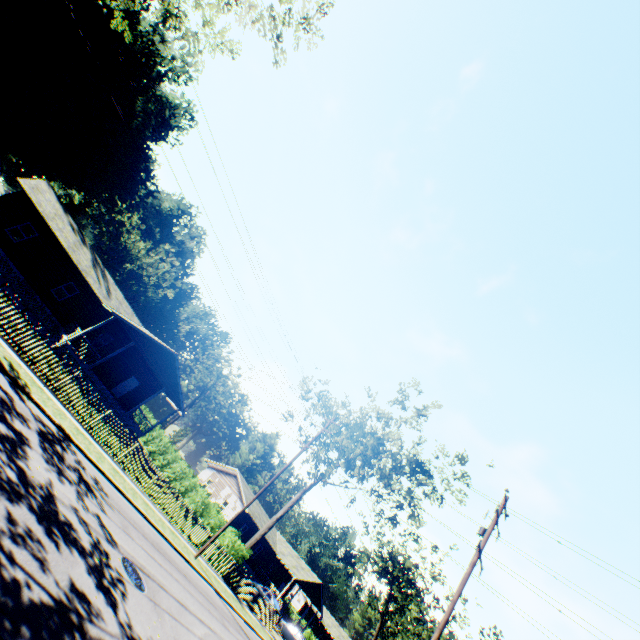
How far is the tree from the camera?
26.34m

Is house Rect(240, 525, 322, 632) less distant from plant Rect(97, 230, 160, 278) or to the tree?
the tree

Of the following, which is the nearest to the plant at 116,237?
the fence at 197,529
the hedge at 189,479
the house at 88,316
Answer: the house at 88,316

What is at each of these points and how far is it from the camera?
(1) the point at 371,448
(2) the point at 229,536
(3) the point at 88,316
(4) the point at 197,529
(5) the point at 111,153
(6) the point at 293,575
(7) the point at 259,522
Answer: (1) tree, 27.8m
(2) hedge, 23.8m
(3) house, 27.6m
(4) fence, 20.5m
(5) plant, 45.6m
(6) house, 39.8m
(7) house, 40.9m

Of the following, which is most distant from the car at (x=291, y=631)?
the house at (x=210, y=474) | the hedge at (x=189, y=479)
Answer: the hedge at (x=189, y=479)

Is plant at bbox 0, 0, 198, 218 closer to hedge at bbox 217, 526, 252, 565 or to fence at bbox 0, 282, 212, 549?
fence at bbox 0, 282, 212, 549

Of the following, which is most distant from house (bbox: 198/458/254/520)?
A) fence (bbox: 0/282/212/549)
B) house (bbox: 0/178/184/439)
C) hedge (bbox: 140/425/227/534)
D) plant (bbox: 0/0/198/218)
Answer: plant (bbox: 0/0/198/218)

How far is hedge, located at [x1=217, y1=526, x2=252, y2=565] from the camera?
23.3 meters
